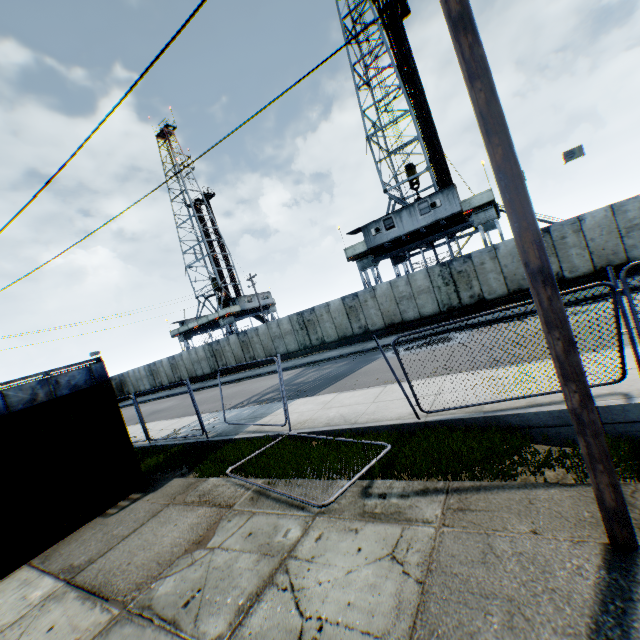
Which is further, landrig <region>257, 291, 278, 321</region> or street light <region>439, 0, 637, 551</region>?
landrig <region>257, 291, 278, 321</region>

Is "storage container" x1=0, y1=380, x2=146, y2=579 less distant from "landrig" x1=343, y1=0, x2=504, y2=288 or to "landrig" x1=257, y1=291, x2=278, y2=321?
"landrig" x1=343, y1=0, x2=504, y2=288

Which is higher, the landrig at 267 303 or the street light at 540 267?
the landrig at 267 303

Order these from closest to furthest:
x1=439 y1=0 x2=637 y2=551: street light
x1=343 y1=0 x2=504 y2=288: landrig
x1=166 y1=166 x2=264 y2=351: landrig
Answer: x1=439 y1=0 x2=637 y2=551: street light < x1=343 y1=0 x2=504 y2=288: landrig < x1=166 y1=166 x2=264 y2=351: landrig

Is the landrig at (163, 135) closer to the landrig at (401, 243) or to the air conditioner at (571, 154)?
the landrig at (401, 243)

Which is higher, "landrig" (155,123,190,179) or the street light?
"landrig" (155,123,190,179)

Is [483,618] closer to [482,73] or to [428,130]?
[482,73]

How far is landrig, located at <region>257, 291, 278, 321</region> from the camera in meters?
45.8
